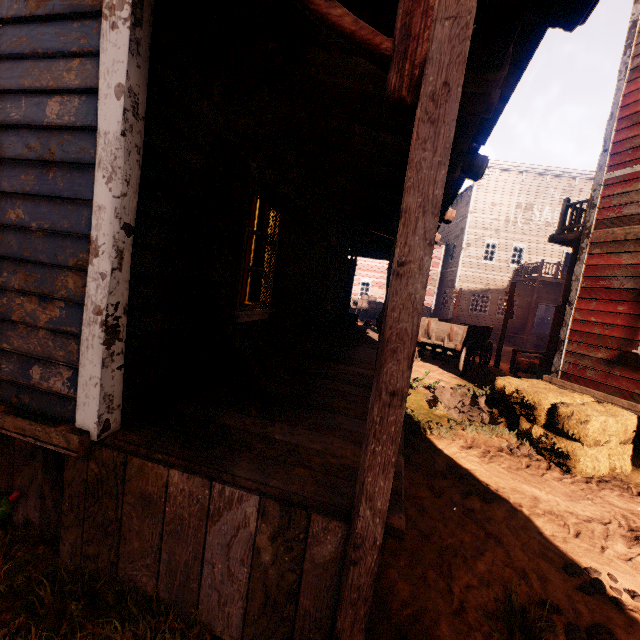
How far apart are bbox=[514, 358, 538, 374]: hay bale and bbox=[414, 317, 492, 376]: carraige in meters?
1.4 m

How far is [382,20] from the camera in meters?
2.0 m

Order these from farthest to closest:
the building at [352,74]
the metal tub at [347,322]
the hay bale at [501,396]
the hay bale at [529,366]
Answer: the hay bale at [529,366], the metal tub at [347,322], the hay bale at [501,396], the building at [352,74]

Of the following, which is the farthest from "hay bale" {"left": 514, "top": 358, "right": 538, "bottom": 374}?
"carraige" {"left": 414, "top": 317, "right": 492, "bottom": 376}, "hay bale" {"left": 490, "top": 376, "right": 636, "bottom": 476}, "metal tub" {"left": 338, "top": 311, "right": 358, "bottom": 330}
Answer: "metal tub" {"left": 338, "top": 311, "right": 358, "bottom": 330}

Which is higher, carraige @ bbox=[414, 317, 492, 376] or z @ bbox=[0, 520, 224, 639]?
carraige @ bbox=[414, 317, 492, 376]

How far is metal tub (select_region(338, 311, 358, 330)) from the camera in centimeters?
Answer: 938cm

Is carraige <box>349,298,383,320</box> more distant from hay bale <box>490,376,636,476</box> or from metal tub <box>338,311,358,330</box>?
hay bale <box>490,376,636,476</box>

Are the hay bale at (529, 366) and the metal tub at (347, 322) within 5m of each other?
no
